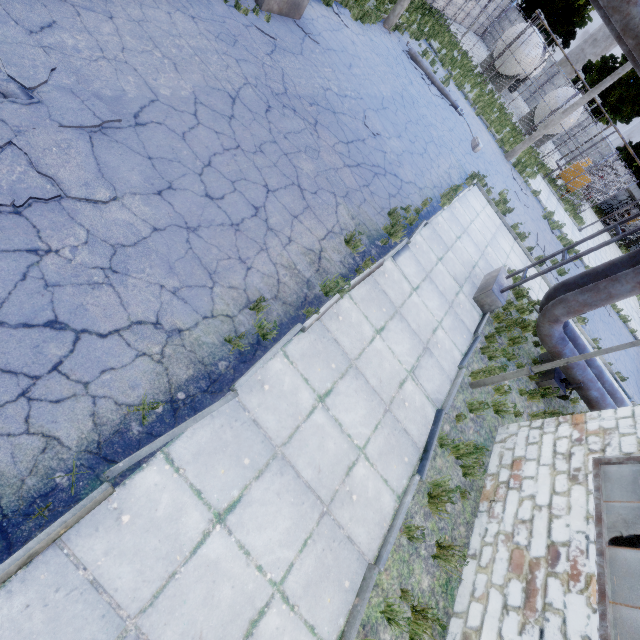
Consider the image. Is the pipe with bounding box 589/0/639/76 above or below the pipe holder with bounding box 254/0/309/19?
above

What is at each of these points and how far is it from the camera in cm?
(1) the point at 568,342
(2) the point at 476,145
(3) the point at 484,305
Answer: (1) pipe, 853
(2) lamp post, 1538
(3) pipe holder, 905

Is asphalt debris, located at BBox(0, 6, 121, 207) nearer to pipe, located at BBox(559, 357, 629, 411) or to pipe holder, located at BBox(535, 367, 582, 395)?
pipe, located at BBox(559, 357, 629, 411)

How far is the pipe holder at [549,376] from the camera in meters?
8.9

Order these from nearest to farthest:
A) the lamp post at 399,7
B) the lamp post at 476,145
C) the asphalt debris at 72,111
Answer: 1. the asphalt debris at 72,111
2. the lamp post at 399,7
3. the lamp post at 476,145

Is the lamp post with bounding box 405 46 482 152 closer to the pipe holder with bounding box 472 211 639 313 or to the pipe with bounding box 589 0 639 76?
the pipe with bounding box 589 0 639 76

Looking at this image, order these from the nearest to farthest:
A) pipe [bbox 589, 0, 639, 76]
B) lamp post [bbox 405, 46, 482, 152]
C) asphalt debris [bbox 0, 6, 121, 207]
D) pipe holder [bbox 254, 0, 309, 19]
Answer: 1. asphalt debris [bbox 0, 6, 121, 207]
2. pipe [bbox 589, 0, 639, 76]
3. pipe holder [bbox 254, 0, 309, 19]
4. lamp post [bbox 405, 46, 482, 152]

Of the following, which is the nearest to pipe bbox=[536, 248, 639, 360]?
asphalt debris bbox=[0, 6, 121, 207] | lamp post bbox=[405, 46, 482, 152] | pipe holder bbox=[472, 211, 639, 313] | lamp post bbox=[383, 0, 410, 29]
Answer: pipe holder bbox=[472, 211, 639, 313]
